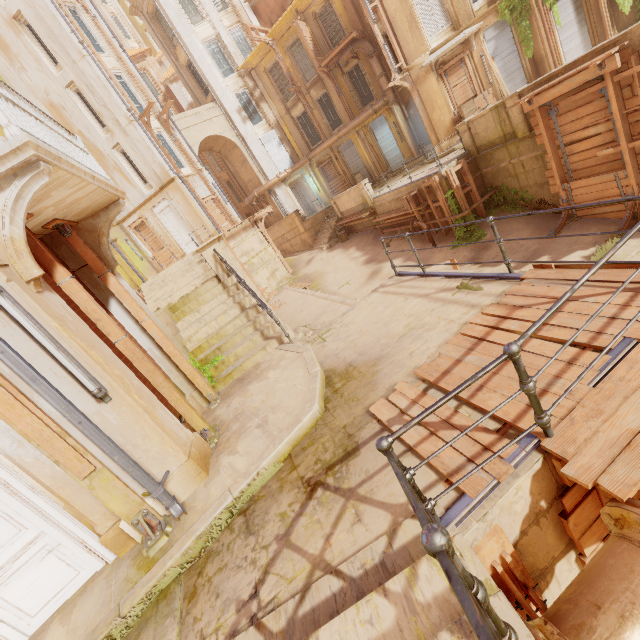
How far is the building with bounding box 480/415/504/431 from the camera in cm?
297

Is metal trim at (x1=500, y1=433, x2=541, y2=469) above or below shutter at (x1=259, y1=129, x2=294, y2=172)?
below

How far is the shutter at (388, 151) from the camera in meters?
24.3

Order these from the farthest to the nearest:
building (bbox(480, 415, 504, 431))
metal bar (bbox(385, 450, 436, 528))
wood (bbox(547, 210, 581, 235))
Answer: wood (bbox(547, 210, 581, 235))
building (bbox(480, 415, 504, 431))
metal bar (bbox(385, 450, 436, 528))

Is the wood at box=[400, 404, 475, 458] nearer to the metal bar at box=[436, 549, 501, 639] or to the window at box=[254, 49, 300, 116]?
the metal bar at box=[436, 549, 501, 639]

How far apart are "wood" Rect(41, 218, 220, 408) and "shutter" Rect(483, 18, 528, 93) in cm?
2021

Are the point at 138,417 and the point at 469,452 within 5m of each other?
yes

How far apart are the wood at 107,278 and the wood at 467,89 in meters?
18.4 m
